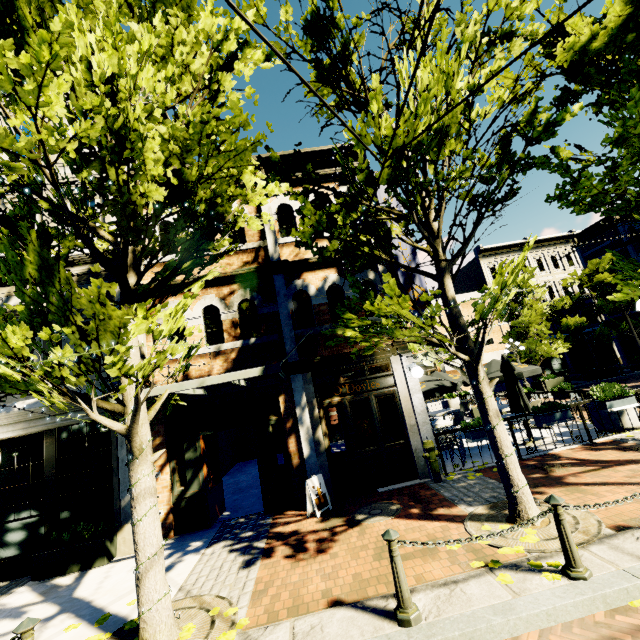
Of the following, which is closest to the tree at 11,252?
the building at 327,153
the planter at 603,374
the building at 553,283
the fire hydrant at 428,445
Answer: the building at 553,283

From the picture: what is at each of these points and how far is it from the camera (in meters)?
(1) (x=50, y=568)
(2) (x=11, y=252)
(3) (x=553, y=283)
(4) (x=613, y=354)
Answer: (1) planter, 6.51
(2) tree, 3.74
(3) building, 31.72
(4) building, 30.23

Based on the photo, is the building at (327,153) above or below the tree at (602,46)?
above

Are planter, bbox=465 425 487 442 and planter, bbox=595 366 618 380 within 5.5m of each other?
no

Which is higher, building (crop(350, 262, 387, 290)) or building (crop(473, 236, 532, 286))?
building (crop(473, 236, 532, 286))

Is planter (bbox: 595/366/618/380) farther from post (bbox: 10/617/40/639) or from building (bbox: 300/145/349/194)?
post (bbox: 10/617/40/639)

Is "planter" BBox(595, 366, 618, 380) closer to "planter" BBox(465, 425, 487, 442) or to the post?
"planter" BBox(465, 425, 487, 442)

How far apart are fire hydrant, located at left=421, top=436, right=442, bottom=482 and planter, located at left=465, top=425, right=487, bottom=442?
0.86m
